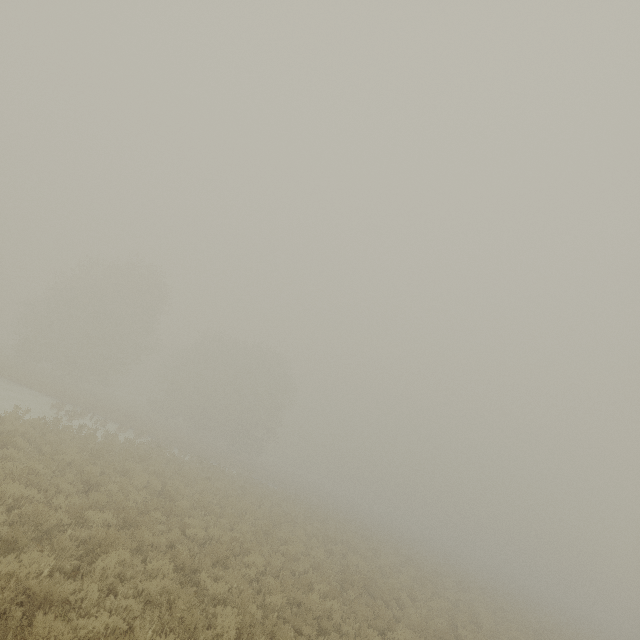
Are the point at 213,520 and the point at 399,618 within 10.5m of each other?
yes
